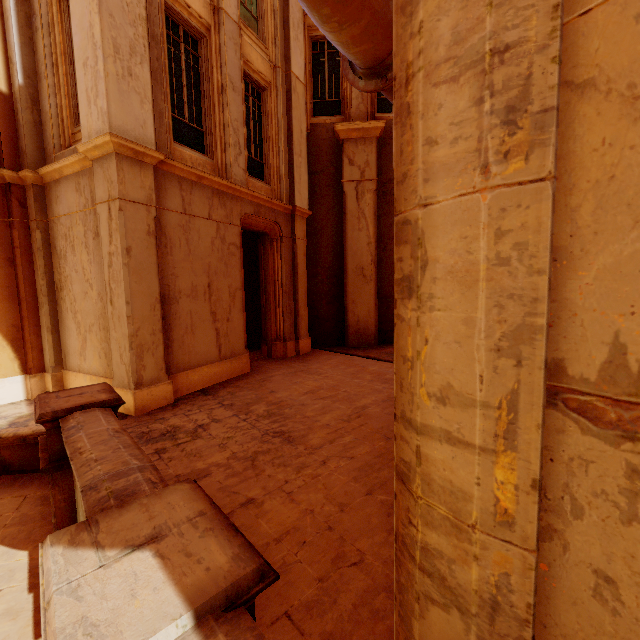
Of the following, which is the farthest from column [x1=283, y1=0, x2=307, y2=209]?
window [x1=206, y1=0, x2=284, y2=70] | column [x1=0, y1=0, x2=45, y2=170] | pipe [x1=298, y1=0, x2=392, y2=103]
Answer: column [x1=0, y1=0, x2=45, y2=170]

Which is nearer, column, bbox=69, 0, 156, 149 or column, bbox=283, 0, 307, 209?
column, bbox=69, 0, 156, 149

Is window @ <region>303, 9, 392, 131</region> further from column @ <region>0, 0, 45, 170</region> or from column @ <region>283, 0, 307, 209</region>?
column @ <region>0, 0, 45, 170</region>

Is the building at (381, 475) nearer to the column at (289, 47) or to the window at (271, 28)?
the column at (289, 47)

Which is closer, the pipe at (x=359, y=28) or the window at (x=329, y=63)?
the pipe at (x=359, y=28)

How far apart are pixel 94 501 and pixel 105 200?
5.4 meters

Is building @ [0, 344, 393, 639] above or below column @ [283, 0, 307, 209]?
below

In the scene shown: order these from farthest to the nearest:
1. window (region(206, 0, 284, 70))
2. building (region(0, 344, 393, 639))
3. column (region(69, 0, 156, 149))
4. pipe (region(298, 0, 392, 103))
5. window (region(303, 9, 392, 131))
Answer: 1. window (region(303, 9, 392, 131))
2. window (region(206, 0, 284, 70))
3. column (region(69, 0, 156, 149))
4. pipe (region(298, 0, 392, 103))
5. building (region(0, 344, 393, 639))
